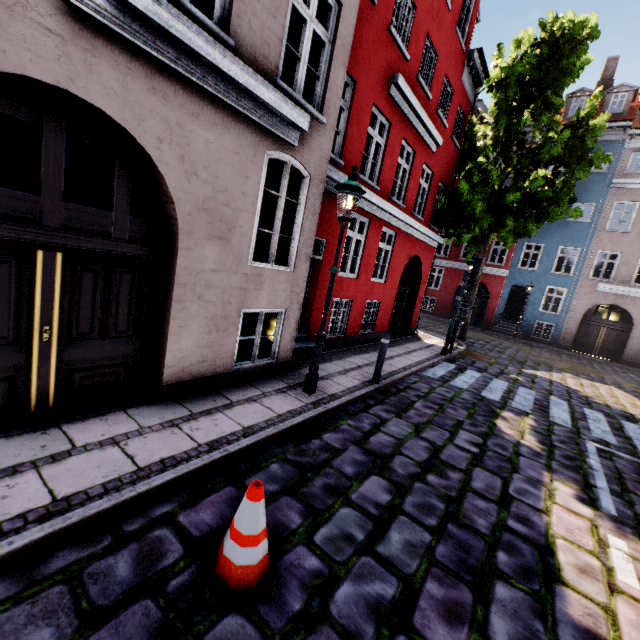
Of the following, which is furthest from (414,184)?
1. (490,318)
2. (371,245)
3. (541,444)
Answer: (490,318)

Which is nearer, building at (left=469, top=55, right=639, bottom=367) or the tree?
the tree

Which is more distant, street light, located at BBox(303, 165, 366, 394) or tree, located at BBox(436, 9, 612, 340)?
tree, located at BBox(436, 9, 612, 340)

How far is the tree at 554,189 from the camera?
11.81m

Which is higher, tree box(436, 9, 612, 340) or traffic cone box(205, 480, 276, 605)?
tree box(436, 9, 612, 340)

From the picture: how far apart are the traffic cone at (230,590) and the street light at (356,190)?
3.1m

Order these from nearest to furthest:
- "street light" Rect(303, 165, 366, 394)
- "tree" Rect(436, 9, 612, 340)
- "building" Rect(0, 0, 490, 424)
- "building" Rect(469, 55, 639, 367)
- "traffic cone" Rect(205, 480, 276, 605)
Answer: "traffic cone" Rect(205, 480, 276, 605), "building" Rect(0, 0, 490, 424), "street light" Rect(303, 165, 366, 394), "tree" Rect(436, 9, 612, 340), "building" Rect(469, 55, 639, 367)

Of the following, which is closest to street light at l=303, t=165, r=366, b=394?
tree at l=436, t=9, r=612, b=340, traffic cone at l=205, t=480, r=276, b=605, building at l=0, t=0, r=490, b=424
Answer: building at l=0, t=0, r=490, b=424
